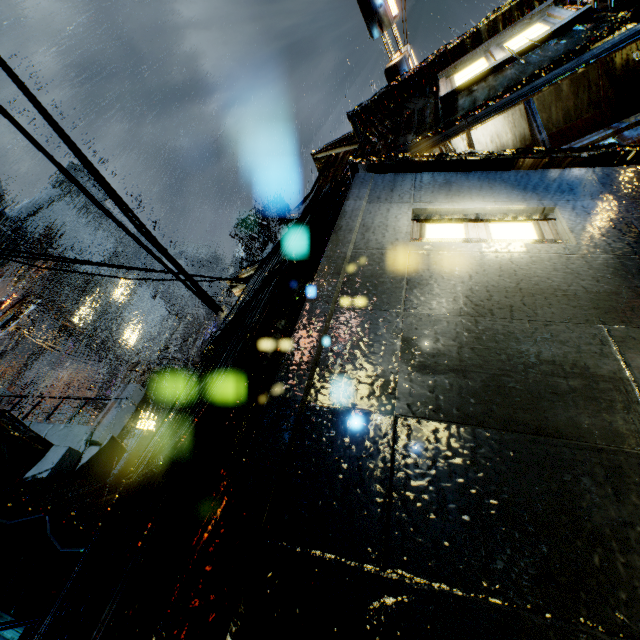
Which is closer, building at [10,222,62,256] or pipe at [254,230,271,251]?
pipe at [254,230,271,251]

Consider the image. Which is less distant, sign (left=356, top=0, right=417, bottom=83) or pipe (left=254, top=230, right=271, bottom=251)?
sign (left=356, top=0, right=417, bottom=83)

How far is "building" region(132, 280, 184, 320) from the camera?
44.0 meters

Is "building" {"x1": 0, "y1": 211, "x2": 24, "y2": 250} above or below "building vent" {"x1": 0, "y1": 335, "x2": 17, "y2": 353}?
above

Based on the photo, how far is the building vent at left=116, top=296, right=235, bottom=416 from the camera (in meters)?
21.30

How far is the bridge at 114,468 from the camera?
8.7 meters

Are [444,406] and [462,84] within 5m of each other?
no

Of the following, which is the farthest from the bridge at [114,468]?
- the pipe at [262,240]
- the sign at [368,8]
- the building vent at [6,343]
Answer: the building vent at [6,343]
